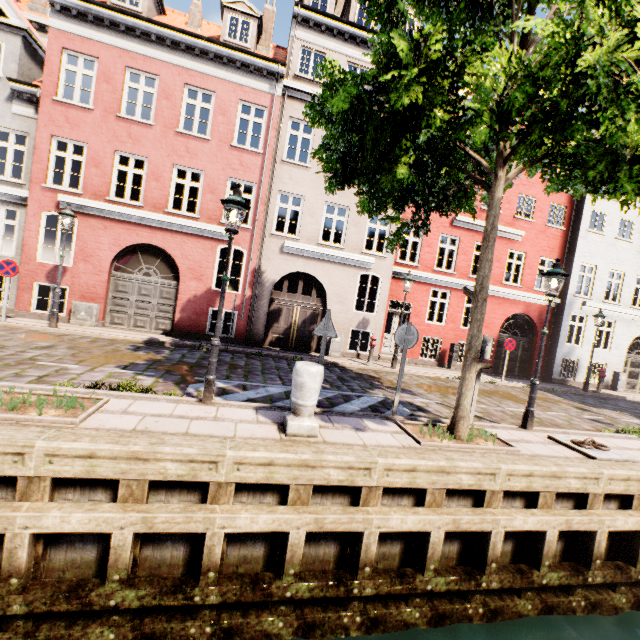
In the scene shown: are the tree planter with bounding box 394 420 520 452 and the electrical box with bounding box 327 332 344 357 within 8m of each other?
yes

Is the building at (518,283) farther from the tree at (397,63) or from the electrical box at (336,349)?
the electrical box at (336,349)

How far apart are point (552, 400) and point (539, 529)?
9.1m

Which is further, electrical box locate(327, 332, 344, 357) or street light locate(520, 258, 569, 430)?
electrical box locate(327, 332, 344, 357)

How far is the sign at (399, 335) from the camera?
6.59m

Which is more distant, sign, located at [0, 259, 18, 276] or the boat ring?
sign, located at [0, 259, 18, 276]

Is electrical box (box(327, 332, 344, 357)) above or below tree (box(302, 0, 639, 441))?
below

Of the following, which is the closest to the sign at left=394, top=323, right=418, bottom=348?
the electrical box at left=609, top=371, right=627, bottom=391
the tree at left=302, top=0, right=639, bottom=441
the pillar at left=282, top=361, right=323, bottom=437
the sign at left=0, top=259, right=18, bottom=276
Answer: the tree at left=302, top=0, right=639, bottom=441
